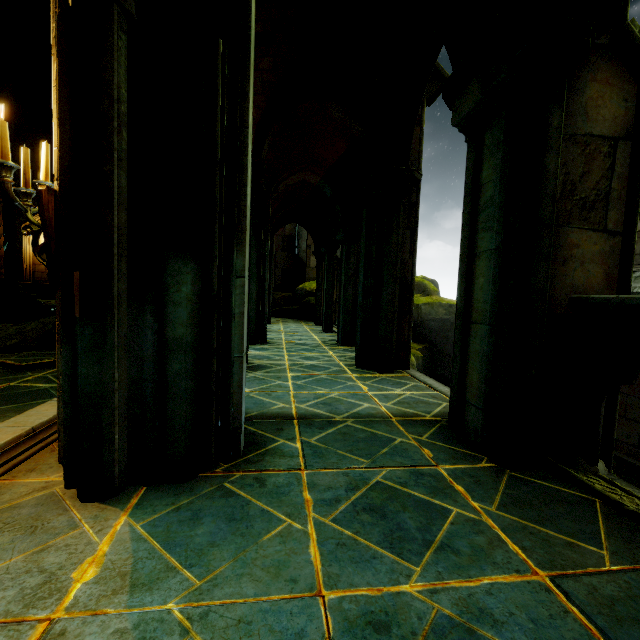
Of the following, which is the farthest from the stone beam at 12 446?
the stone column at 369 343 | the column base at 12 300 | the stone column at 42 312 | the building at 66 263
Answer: the column base at 12 300

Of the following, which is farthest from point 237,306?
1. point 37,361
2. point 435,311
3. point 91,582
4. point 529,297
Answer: point 435,311

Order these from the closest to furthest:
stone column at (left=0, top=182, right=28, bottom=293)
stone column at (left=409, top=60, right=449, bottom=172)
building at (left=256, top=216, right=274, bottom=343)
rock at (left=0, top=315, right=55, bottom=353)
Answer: stone column at (left=409, top=60, right=449, bottom=172) → rock at (left=0, top=315, right=55, bottom=353) → building at (left=256, top=216, right=274, bottom=343) → stone column at (left=0, top=182, right=28, bottom=293)

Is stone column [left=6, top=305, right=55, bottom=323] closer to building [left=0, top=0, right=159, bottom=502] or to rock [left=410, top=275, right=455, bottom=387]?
rock [left=410, top=275, right=455, bottom=387]

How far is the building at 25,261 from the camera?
18.1 meters

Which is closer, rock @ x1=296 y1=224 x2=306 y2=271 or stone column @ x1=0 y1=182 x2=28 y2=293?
stone column @ x1=0 y1=182 x2=28 y2=293

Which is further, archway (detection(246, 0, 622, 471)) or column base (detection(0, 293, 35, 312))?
column base (detection(0, 293, 35, 312))

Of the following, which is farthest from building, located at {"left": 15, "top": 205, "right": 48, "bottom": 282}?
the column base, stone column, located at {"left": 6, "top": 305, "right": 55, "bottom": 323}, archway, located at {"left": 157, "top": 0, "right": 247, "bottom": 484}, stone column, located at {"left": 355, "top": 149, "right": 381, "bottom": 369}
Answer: stone column, located at {"left": 6, "top": 305, "right": 55, "bottom": 323}
